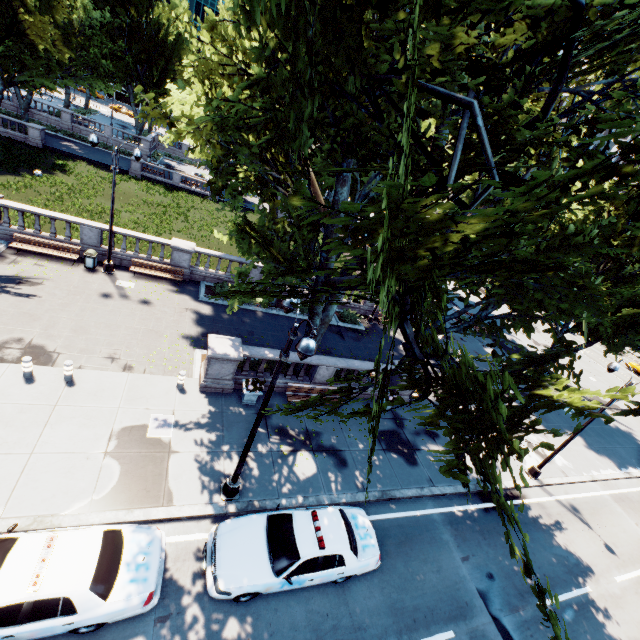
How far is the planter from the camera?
13.79m

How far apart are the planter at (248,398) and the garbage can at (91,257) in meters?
12.0 m

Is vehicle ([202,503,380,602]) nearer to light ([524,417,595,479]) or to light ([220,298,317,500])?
light ([220,298,317,500])

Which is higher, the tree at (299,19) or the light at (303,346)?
the tree at (299,19)

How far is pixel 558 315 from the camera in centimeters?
2455cm

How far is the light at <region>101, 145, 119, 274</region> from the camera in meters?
16.2 m

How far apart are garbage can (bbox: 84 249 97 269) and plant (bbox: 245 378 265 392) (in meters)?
12.15

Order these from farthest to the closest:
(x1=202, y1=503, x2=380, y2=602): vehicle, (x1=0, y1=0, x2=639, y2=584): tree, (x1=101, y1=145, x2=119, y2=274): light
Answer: (x1=101, y1=145, x2=119, y2=274): light
(x1=202, y1=503, x2=380, y2=602): vehicle
(x1=0, y1=0, x2=639, y2=584): tree
